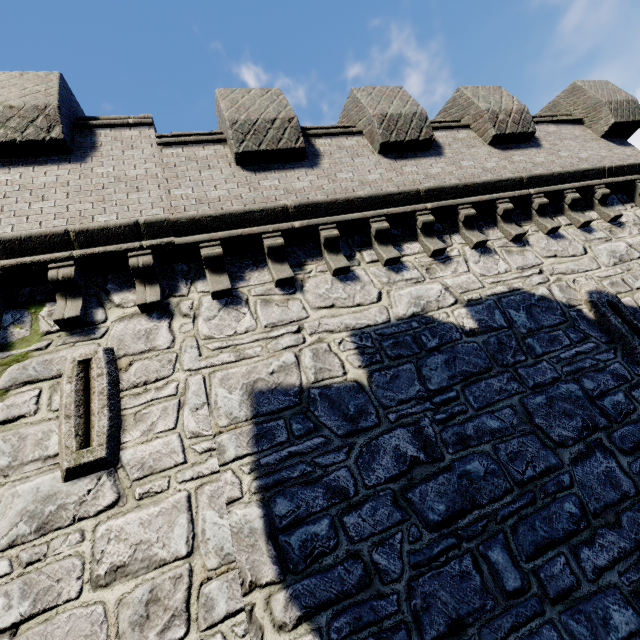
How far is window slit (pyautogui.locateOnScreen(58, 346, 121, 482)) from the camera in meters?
→ 3.5

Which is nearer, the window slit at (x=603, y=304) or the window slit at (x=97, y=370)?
the window slit at (x=97, y=370)

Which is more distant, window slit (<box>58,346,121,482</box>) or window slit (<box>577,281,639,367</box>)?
window slit (<box>577,281,639,367</box>)

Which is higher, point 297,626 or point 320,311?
point 320,311

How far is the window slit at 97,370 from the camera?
3.5 meters
